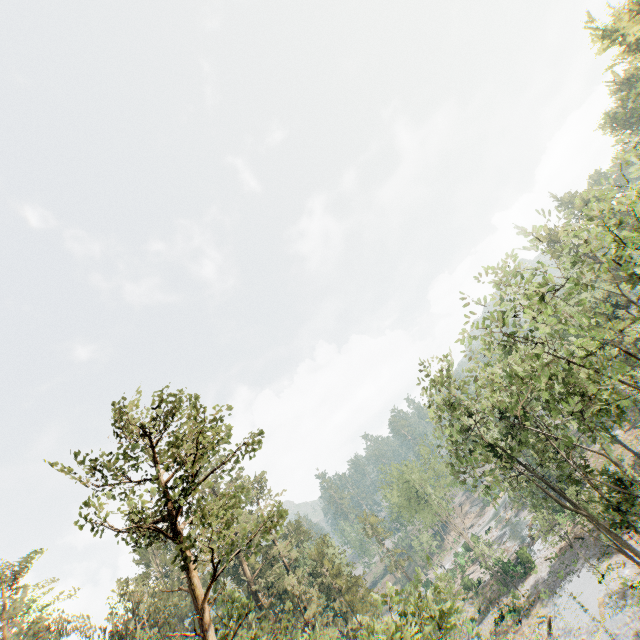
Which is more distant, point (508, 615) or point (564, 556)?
point (564, 556)

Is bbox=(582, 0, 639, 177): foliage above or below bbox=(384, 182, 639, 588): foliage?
above

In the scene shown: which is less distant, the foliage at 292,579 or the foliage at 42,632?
the foliage at 292,579

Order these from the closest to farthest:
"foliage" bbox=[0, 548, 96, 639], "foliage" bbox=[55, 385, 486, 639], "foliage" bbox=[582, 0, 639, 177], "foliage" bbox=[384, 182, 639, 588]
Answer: "foliage" bbox=[55, 385, 486, 639], "foliage" bbox=[384, 182, 639, 588], "foliage" bbox=[582, 0, 639, 177], "foliage" bbox=[0, 548, 96, 639]

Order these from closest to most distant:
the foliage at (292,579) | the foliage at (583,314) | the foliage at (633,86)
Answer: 1. the foliage at (292,579)
2. the foliage at (583,314)
3. the foliage at (633,86)

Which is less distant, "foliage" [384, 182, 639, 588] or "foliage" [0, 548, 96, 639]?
"foliage" [384, 182, 639, 588]
